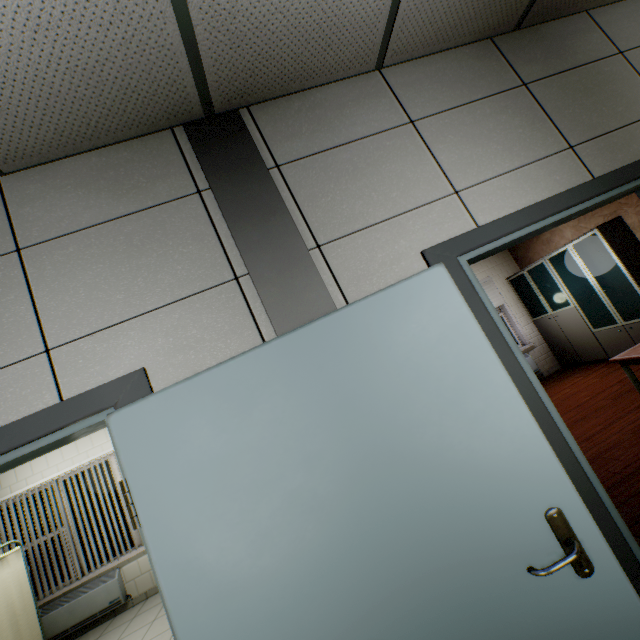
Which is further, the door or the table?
the table

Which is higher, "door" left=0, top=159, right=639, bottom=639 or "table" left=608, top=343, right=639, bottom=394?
"door" left=0, top=159, right=639, bottom=639

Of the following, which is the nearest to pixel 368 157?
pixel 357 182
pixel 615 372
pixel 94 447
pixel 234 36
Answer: pixel 357 182

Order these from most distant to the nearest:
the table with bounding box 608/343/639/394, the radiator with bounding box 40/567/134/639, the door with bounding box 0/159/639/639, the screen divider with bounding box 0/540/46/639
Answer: the radiator with bounding box 40/567/134/639, the table with bounding box 608/343/639/394, the screen divider with bounding box 0/540/46/639, the door with bounding box 0/159/639/639

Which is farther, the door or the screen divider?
the screen divider

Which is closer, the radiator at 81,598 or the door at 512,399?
the door at 512,399

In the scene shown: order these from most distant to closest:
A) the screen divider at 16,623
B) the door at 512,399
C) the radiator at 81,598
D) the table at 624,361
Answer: the radiator at 81,598
the table at 624,361
the screen divider at 16,623
the door at 512,399

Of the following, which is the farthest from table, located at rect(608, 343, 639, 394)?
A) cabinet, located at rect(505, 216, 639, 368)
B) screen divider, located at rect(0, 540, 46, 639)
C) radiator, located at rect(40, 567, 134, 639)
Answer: radiator, located at rect(40, 567, 134, 639)
